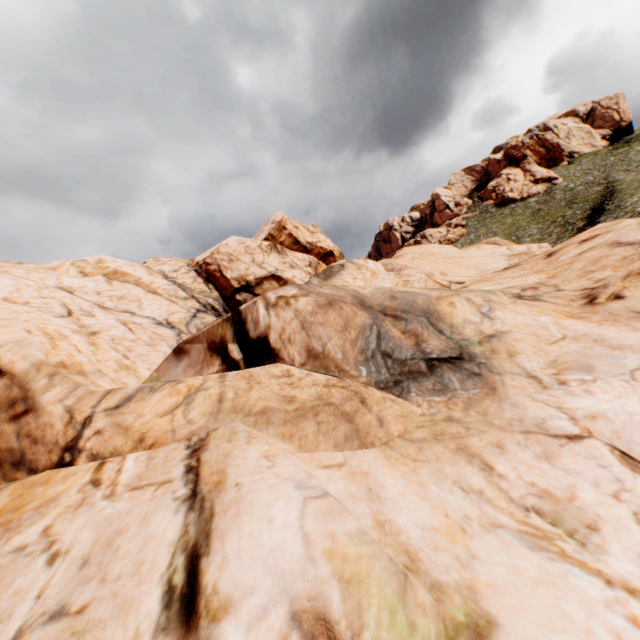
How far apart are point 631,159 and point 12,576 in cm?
8916
